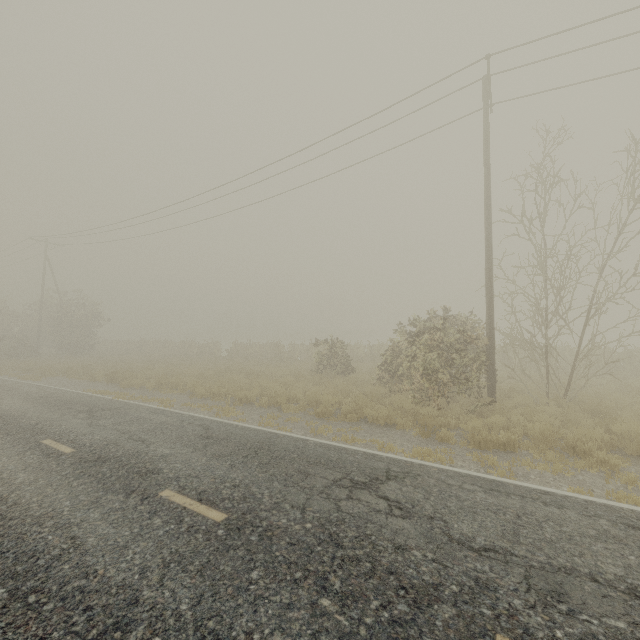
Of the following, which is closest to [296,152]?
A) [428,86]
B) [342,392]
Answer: [428,86]
